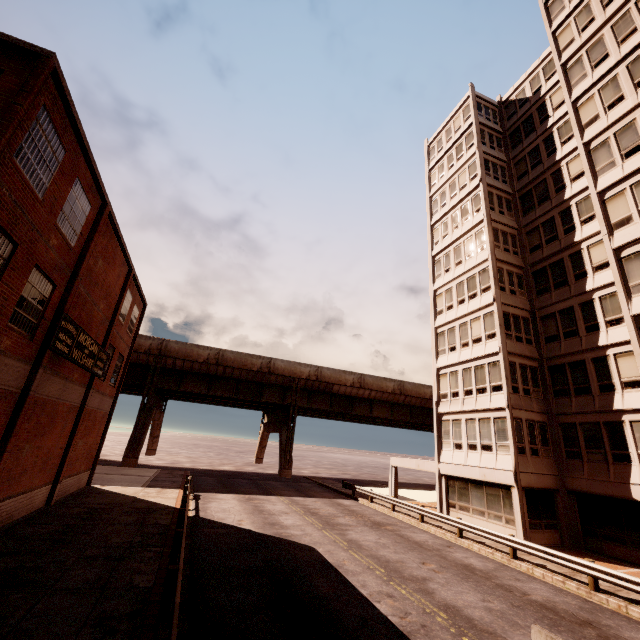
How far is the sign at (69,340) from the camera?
12.91m

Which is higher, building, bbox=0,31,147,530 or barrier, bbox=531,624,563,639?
building, bbox=0,31,147,530

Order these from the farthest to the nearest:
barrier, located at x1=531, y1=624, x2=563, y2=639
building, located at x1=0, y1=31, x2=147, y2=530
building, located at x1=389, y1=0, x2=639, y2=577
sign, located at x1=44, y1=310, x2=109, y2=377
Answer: building, located at x1=389, y1=0, x2=639, y2=577 → sign, located at x1=44, y1=310, x2=109, y2=377 → building, located at x1=0, y1=31, x2=147, y2=530 → barrier, located at x1=531, y1=624, x2=563, y2=639

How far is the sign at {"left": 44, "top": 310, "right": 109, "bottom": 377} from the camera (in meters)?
12.91

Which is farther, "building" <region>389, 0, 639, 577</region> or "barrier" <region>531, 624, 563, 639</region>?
"building" <region>389, 0, 639, 577</region>

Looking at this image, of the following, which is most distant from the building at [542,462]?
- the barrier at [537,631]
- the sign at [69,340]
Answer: the sign at [69,340]

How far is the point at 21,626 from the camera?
6.86m

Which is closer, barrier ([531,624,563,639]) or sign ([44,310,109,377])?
barrier ([531,624,563,639])
